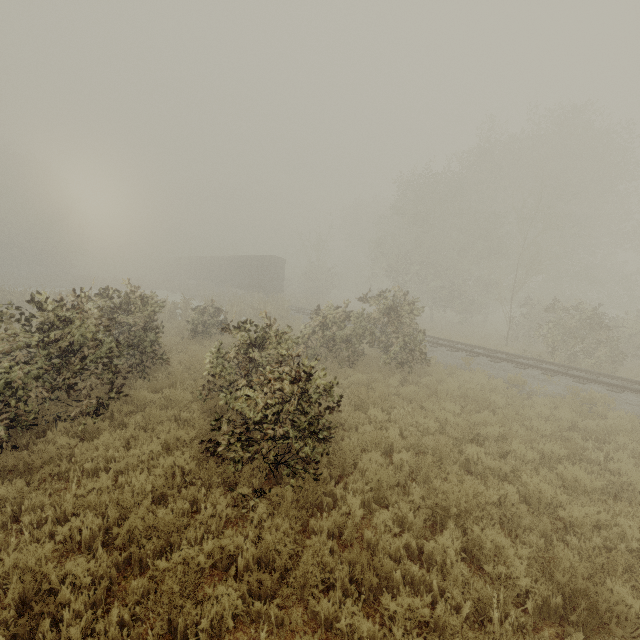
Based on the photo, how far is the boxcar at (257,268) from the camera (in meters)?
A: 32.84

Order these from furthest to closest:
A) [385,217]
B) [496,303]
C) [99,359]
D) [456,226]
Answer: [385,217], [496,303], [456,226], [99,359]

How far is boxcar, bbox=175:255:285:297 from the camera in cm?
3284
